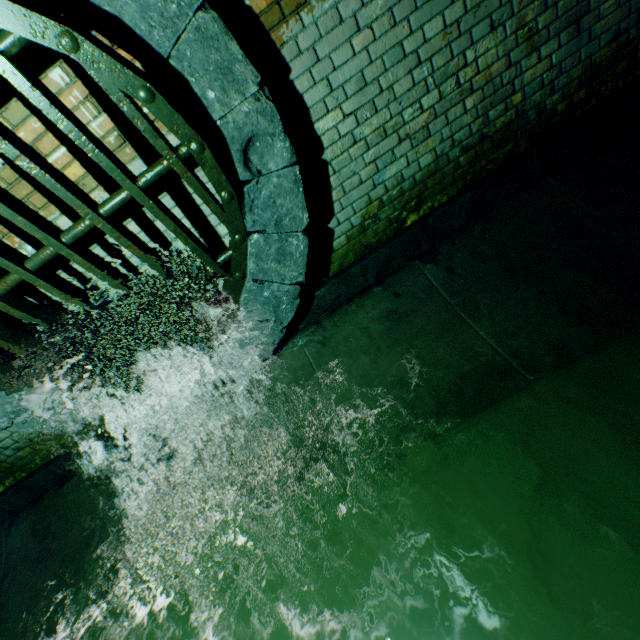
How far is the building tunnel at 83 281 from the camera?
2.4m

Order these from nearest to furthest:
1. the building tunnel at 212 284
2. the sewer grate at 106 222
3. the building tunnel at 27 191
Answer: the sewer grate at 106 222 < the building tunnel at 27 191 < the building tunnel at 212 284

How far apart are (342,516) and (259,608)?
0.7m

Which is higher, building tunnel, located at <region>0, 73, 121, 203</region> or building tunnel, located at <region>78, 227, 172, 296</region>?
building tunnel, located at <region>0, 73, 121, 203</region>

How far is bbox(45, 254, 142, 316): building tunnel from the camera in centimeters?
239cm
